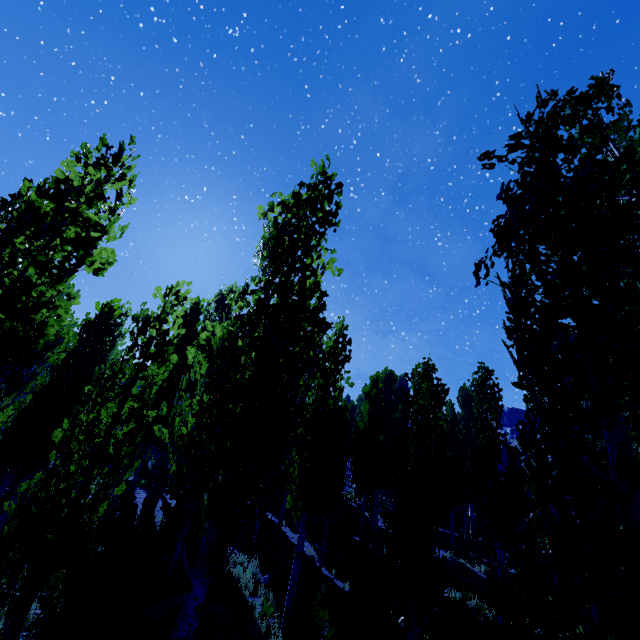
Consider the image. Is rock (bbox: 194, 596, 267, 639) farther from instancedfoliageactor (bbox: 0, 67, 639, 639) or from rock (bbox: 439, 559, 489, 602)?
rock (bbox: 439, 559, 489, 602)

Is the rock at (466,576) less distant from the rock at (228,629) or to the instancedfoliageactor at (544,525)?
the instancedfoliageactor at (544,525)

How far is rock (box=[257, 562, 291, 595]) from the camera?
12.2m

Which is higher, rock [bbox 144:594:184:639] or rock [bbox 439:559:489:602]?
rock [bbox 439:559:489:602]

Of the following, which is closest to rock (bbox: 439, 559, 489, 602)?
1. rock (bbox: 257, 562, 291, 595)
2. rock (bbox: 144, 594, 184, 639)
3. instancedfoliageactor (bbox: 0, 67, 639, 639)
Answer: instancedfoliageactor (bbox: 0, 67, 639, 639)

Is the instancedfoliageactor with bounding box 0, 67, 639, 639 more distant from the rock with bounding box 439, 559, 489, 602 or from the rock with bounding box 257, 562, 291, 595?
the rock with bounding box 257, 562, 291, 595

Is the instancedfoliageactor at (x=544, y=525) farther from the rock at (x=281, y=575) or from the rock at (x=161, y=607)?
the rock at (x=281, y=575)

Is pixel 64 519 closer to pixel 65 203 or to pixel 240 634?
pixel 65 203
